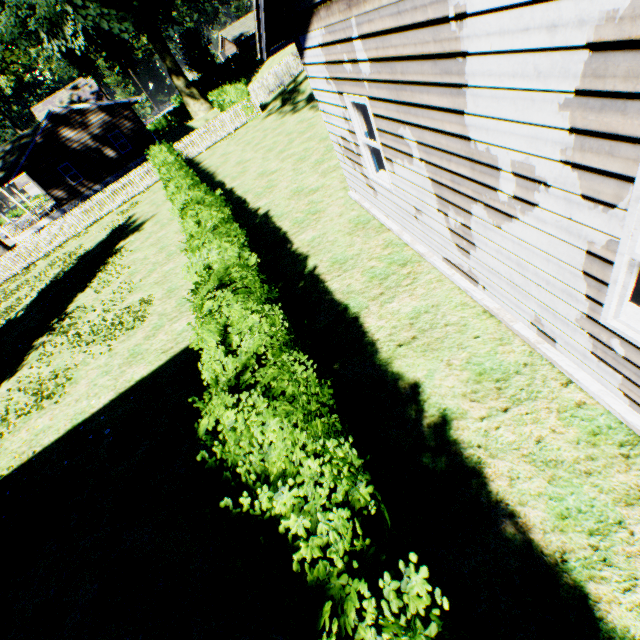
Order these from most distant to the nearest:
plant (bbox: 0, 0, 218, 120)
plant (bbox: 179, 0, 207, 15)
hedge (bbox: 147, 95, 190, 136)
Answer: hedge (bbox: 147, 95, 190, 136), plant (bbox: 179, 0, 207, 15), plant (bbox: 0, 0, 218, 120)

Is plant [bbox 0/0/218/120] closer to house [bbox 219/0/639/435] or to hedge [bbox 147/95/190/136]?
hedge [bbox 147/95/190/136]

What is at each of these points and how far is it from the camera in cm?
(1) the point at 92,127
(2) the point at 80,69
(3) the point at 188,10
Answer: (1) house, 2670
(2) plant, 3288
(3) plant, 3081

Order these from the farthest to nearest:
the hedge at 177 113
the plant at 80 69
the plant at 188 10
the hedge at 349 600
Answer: the hedge at 177 113 < the plant at 188 10 < the plant at 80 69 < the hedge at 349 600

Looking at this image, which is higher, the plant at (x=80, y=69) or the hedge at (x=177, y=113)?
the plant at (x=80, y=69)

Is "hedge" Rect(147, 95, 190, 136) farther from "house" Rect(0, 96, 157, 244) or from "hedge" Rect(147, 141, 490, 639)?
"hedge" Rect(147, 141, 490, 639)

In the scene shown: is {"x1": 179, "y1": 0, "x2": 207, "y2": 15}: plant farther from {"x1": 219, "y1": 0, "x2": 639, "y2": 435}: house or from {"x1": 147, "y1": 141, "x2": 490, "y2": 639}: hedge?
{"x1": 219, "y1": 0, "x2": 639, "y2": 435}: house
